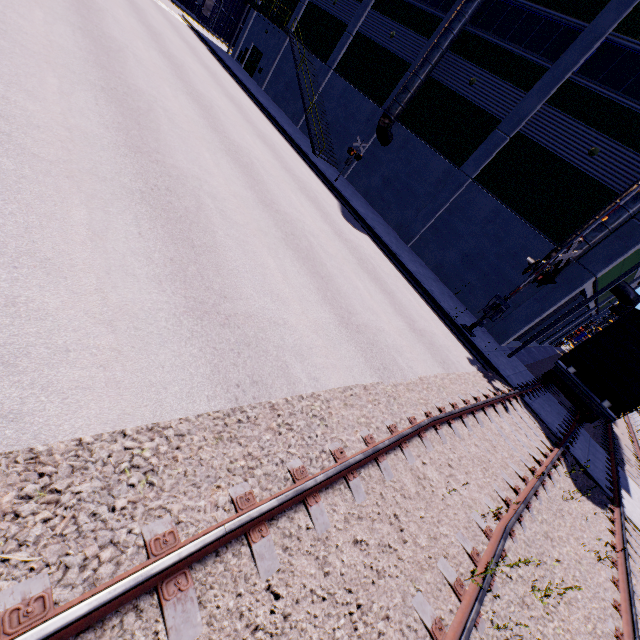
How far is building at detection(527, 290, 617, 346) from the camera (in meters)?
24.50

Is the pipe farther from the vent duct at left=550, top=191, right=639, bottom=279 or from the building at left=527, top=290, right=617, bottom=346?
the vent duct at left=550, top=191, right=639, bottom=279

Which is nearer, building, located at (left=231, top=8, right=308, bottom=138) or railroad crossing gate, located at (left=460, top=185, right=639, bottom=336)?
railroad crossing gate, located at (left=460, top=185, right=639, bottom=336)

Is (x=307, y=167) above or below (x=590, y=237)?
below

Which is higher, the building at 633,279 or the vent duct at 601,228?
the building at 633,279

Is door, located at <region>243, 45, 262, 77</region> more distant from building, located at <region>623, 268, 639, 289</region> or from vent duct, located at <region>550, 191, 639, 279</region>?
vent duct, located at <region>550, 191, 639, 279</region>

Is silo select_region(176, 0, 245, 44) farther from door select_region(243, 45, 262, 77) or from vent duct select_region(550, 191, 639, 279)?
vent duct select_region(550, 191, 639, 279)

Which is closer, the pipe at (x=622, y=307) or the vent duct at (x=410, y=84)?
the vent duct at (x=410, y=84)
